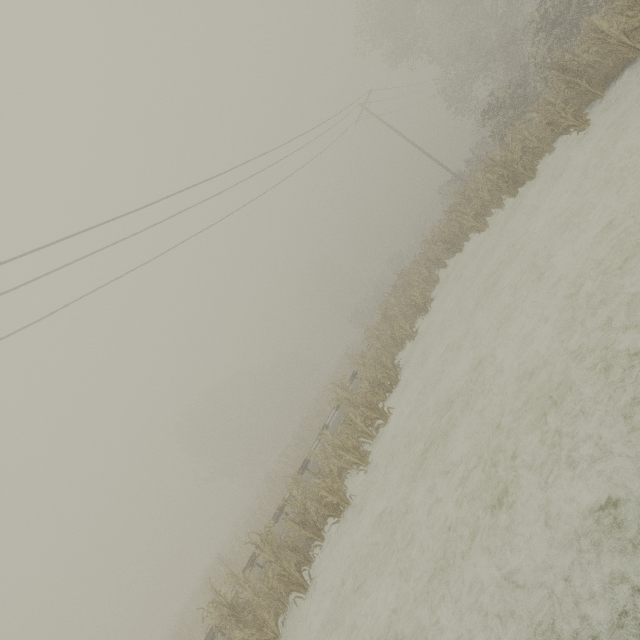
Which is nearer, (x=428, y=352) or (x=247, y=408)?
(x=428, y=352)
